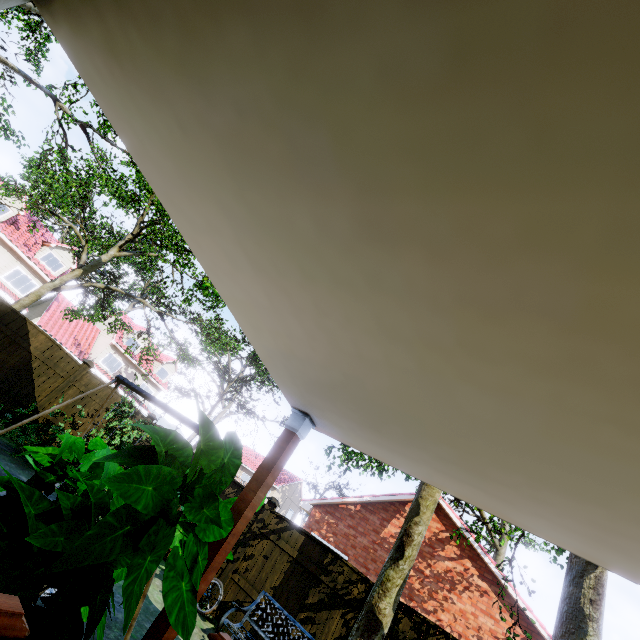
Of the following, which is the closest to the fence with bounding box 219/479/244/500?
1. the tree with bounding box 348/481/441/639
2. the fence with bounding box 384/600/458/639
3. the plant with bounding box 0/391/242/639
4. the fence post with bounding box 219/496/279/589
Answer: the fence post with bounding box 219/496/279/589

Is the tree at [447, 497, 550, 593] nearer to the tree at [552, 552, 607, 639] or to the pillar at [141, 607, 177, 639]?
the tree at [552, 552, 607, 639]

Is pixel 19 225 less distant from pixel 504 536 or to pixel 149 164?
pixel 149 164

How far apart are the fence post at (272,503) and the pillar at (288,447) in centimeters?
613cm

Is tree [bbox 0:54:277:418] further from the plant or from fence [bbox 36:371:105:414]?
the plant

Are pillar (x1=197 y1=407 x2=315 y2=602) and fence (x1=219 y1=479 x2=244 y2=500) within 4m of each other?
no

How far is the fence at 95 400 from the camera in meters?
9.0

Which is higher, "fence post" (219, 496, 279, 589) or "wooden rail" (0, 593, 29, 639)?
"fence post" (219, 496, 279, 589)
